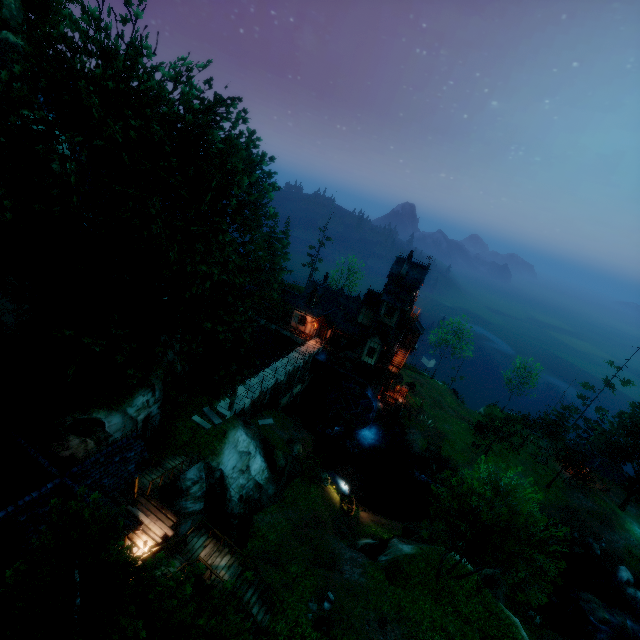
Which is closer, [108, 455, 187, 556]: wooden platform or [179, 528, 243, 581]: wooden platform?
[108, 455, 187, 556]: wooden platform

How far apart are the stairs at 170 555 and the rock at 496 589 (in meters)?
23.92

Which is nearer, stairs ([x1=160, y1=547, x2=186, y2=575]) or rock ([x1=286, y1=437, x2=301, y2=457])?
stairs ([x1=160, y1=547, x2=186, y2=575])

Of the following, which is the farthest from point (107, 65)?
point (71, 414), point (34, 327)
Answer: point (71, 414)

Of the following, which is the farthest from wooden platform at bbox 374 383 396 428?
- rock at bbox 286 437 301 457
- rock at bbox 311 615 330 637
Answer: rock at bbox 311 615 330 637

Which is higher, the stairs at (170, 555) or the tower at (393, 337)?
the tower at (393, 337)

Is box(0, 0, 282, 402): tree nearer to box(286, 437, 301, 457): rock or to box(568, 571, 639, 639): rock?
box(568, 571, 639, 639): rock

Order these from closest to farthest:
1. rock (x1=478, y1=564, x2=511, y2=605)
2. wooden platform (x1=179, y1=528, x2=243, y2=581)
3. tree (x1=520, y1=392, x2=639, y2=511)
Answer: wooden platform (x1=179, y1=528, x2=243, y2=581) < rock (x1=478, y1=564, x2=511, y2=605) < tree (x1=520, y1=392, x2=639, y2=511)
